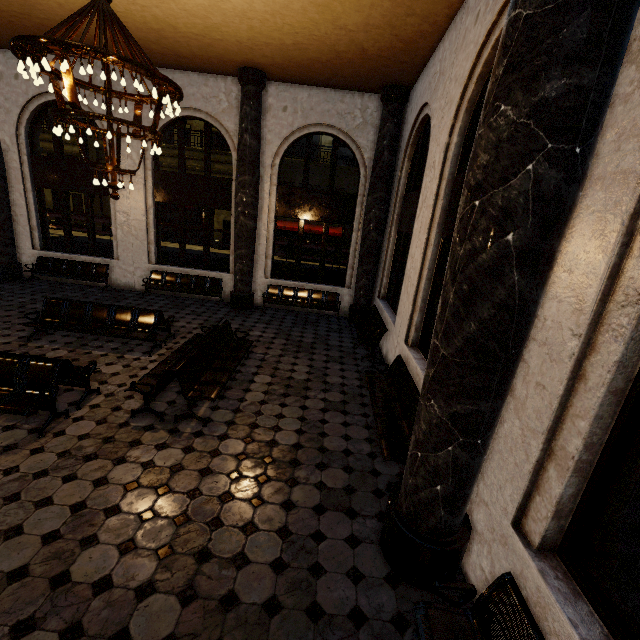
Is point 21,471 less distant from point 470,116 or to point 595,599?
point 595,599
